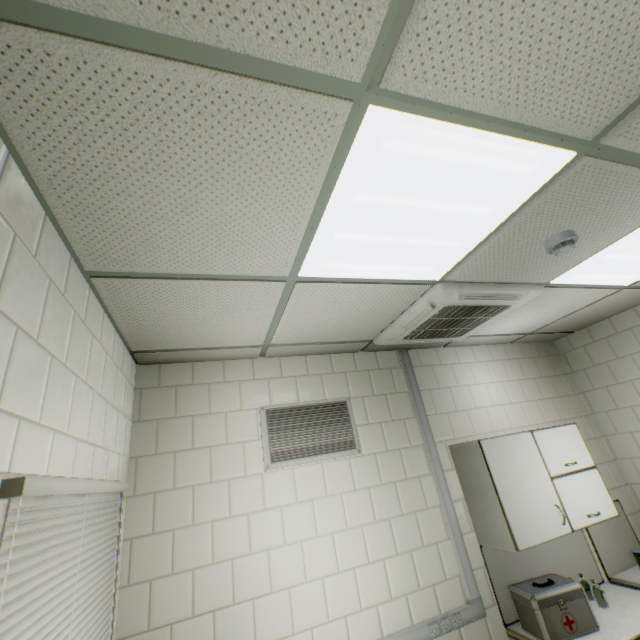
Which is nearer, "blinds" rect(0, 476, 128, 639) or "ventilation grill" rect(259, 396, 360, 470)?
"blinds" rect(0, 476, 128, 639)

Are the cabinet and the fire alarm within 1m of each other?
no

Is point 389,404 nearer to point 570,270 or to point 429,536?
point 429,536

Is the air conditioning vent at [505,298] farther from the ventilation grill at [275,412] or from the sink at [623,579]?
the sink at [623,579]

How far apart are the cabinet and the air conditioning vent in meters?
0.9 m

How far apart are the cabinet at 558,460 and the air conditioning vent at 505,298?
0.9 meters

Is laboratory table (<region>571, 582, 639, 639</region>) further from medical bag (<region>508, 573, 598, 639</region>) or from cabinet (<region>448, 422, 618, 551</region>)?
cabinet (<region>448, 422, 618, 551</region>)

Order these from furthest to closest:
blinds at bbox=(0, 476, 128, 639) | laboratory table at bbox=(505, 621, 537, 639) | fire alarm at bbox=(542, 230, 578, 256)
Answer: laboratory table at bbox=(505, 621, 537, 639) → fire alarm at bbox=(542, 230, 578, 256) → blinds at bbox=(0, 476, 128, 639)
